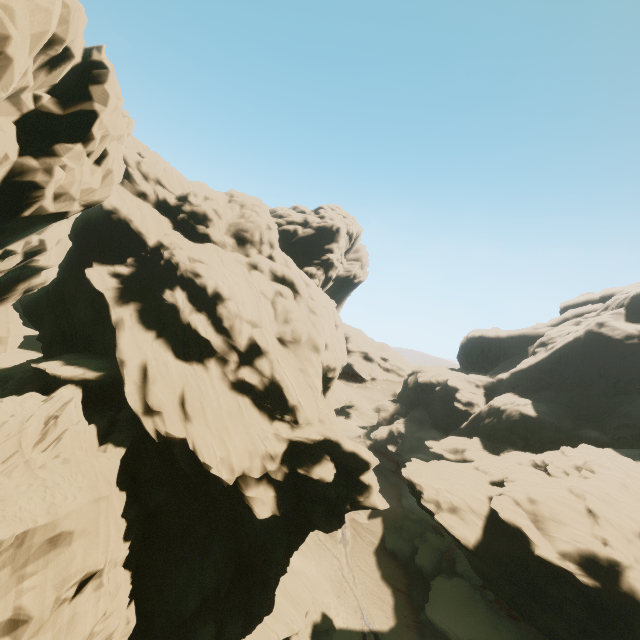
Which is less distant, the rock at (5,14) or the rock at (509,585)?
the rock at (5,14)

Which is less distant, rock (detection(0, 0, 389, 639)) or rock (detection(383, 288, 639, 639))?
rock (detection(0, 0, 389, 639))

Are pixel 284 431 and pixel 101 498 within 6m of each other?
no
